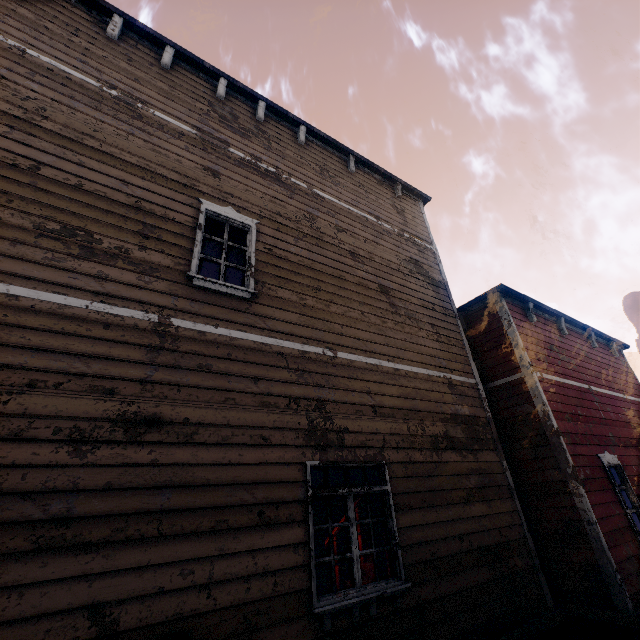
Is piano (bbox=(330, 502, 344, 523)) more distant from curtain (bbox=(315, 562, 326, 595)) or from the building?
curtain (bbox=(315, 562, 326, 595))

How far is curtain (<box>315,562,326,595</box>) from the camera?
3.79m

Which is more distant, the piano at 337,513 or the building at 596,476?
the piano at 337,513

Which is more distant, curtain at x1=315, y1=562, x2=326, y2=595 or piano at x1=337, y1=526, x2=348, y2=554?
piano at x1=337, y1=526, x2=348, y2=554

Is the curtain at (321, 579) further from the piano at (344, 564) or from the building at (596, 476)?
the piano at (344, 564)

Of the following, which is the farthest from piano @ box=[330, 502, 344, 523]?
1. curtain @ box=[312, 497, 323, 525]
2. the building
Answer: curtain @ box=[312, 497, 323, 525]

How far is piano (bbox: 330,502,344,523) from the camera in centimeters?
742cm

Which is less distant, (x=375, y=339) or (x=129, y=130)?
(x=129, y=130)
